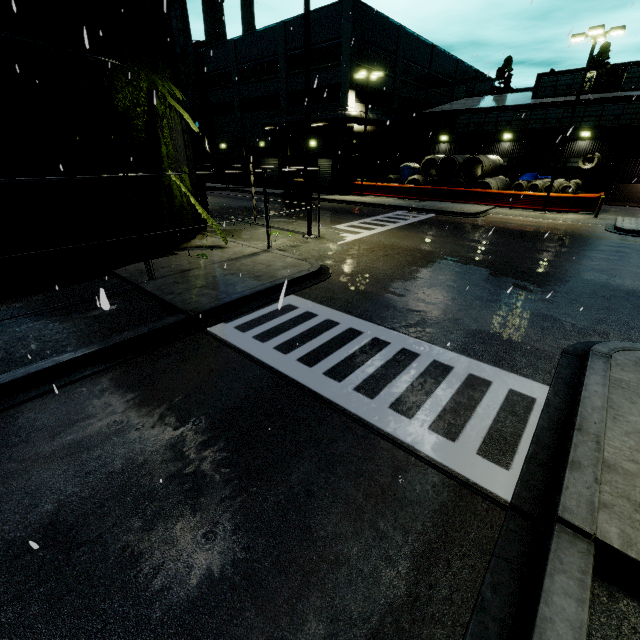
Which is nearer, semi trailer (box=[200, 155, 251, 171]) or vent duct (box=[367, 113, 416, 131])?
vent duct (box=[367, 113, 416, 131])

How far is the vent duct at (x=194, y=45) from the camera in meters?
38.9 m

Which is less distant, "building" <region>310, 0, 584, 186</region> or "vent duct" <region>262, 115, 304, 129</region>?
"building" <region>310, 0, 584, 186</region>

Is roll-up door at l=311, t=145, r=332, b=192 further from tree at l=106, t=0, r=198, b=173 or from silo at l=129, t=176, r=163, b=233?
tree at l=106, t=0, r=198, b=173

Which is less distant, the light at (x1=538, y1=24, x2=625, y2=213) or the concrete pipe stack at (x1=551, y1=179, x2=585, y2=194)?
the light at (x1=538, y1=24, x2=625, y2=213)

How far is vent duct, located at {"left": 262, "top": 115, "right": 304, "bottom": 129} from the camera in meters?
31.8 m

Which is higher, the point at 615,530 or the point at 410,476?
the point at 615,530

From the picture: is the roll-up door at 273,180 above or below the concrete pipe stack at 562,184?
below
